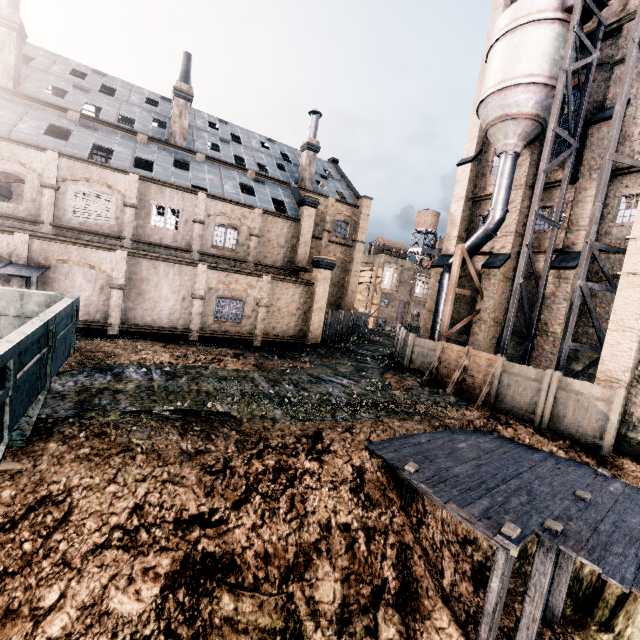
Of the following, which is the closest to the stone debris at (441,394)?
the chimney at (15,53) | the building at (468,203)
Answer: the building at (468,203)

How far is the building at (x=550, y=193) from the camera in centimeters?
2123cm

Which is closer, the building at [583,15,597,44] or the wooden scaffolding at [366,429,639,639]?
the wooden scaffolding at [366,429,639,639]

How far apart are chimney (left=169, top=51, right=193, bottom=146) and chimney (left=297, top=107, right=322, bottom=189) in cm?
1080

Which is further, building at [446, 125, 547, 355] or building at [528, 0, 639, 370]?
building at [446, 125, 547, 355]

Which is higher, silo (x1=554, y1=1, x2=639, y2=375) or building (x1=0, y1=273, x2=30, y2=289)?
silo (x1=554, y1=1, x2=639, y2=375)

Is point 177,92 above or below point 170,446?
above

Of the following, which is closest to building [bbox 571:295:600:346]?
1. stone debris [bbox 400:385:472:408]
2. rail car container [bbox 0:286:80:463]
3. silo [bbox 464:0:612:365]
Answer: silo [bbox 464:0:612:365]
